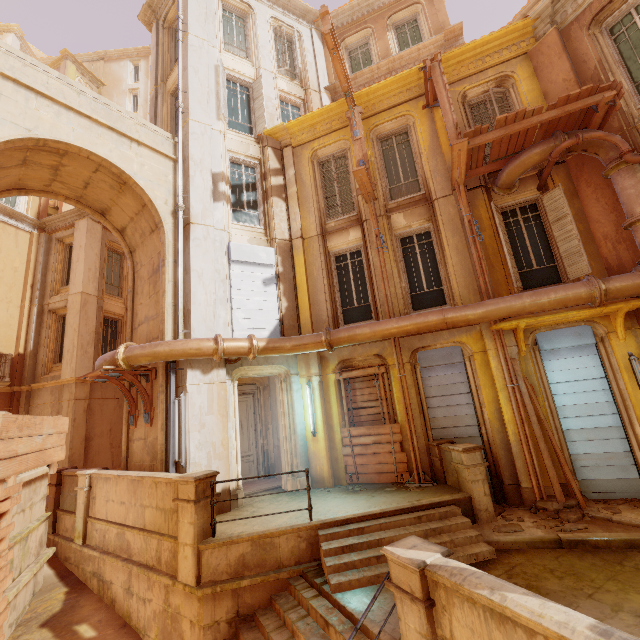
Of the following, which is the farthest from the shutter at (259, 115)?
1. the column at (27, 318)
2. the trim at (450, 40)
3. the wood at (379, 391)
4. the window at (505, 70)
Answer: the column at (27, 318)

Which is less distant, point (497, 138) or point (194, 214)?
point (497, 138)

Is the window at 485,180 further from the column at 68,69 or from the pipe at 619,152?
the column at 68,69

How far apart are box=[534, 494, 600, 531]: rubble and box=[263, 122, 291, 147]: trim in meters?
13.1

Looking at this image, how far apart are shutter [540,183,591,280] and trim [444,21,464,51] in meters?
8.4

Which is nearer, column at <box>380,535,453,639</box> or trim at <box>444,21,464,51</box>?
column at <box>380,535,453,639</box>

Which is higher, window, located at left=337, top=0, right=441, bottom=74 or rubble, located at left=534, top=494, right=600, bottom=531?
window, located at left=337, top=0, right=441, bottom=74

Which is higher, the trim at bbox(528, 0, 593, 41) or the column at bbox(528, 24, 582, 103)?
the trim at bbox(528, 0, 593, 41)
